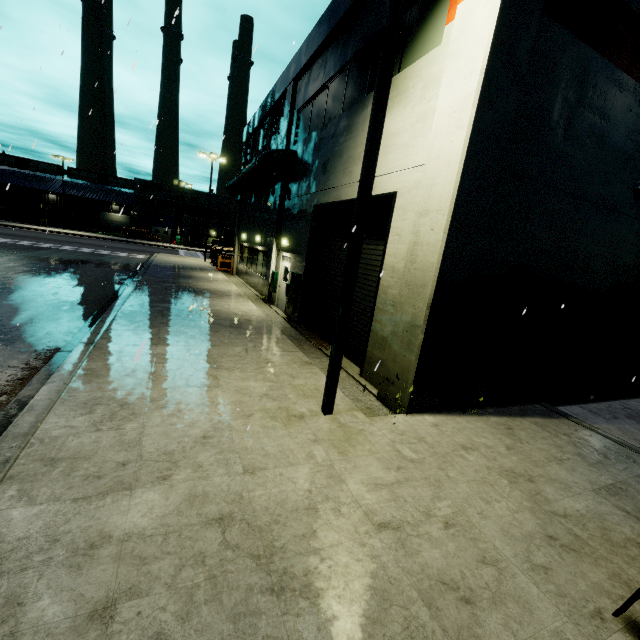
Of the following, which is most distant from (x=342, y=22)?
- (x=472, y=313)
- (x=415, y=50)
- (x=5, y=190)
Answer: (x=5, y=190)

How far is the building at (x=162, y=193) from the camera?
55.1m

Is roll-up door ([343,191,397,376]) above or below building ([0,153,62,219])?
below

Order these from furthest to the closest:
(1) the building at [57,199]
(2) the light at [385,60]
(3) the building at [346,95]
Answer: (1) the building at [57,199], (3) the building at [346,95], (2) the light at [385,60]

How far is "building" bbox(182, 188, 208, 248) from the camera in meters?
52.4 m

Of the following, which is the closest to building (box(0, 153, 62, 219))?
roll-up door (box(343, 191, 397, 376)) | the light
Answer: roll-up door (box(343, 191, 397, 376))

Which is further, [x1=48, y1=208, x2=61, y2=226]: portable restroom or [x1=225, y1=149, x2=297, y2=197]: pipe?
[x1=48, y1=208, x2=61, y2=226]: portable restroom

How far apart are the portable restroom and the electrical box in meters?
60.0
